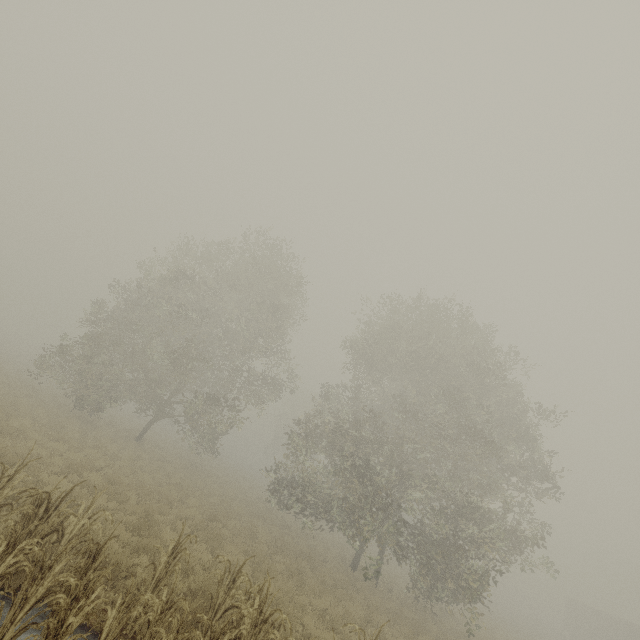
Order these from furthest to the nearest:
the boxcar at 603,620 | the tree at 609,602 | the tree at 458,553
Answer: the tree at 609,602, the boxcar at 603,620, the tree at 458,553

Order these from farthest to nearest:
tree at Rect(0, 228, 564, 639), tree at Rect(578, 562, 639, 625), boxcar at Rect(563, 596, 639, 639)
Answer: tree at Rect(578, 562, 639, 625) → boxcar at Rect(563, 596, 639, 639) → tree at Rect(0, 228, 564, 639)

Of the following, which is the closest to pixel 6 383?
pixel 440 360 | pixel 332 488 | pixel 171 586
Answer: pixel 171 586

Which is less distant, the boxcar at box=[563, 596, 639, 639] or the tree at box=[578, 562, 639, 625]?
the boxcar at box=[563, 596, 639, 639]

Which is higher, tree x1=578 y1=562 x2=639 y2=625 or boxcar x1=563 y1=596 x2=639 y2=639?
tree x1=578 y1=562 x2=639 y2=625

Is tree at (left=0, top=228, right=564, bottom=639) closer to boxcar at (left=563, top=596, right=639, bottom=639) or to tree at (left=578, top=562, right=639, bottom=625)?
tree at (left=578, top=562, right=639, bottom=625)

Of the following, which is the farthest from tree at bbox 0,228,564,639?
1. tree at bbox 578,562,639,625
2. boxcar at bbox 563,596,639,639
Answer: boxcar at bbox 563,596,639,639

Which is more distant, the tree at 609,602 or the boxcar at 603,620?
the tree at 609,602
